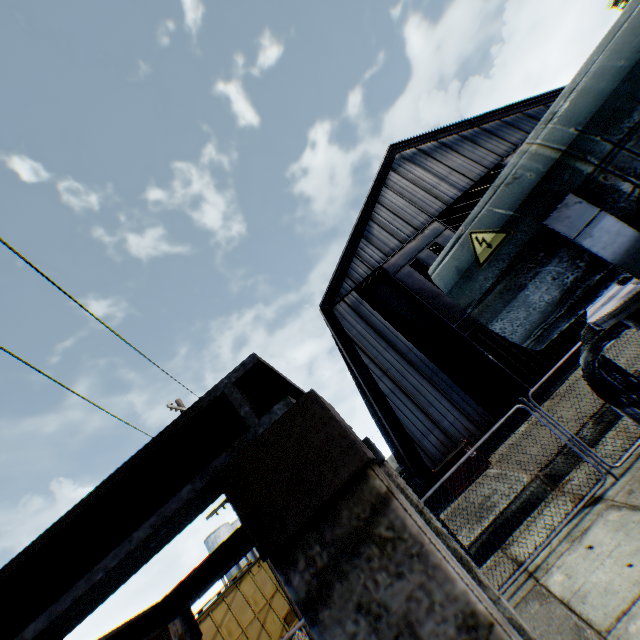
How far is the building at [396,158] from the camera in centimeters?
1512cm

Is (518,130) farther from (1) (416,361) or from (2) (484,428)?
(2) (484,428)

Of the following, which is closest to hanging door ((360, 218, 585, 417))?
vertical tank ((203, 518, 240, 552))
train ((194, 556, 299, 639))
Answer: train ((194, 556, 299, 639))

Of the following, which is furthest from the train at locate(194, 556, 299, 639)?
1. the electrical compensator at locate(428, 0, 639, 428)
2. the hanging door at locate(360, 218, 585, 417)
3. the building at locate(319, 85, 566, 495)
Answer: the electrical compensator at locate(428, 0, 639, 428)

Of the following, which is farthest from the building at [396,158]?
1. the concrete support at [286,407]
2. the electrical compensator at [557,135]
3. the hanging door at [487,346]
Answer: the concrete support at [286,407]

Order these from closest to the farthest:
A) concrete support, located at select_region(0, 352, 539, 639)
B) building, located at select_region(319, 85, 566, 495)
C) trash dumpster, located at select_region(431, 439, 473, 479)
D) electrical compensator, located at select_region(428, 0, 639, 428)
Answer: concrete support, located at select_region(0, 352, 539, 639) < electrical compensator, located at select_region(428, 0, 639, 428) < trash dumpster, located at select_region(431, 439, 473, 479) < building, located at select_region(319, 85, 566, 495)

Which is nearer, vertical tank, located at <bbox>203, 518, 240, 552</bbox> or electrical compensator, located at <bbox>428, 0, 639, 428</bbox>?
electrical compensator, located at <bbox>428, 0, 639, 428</bbox>

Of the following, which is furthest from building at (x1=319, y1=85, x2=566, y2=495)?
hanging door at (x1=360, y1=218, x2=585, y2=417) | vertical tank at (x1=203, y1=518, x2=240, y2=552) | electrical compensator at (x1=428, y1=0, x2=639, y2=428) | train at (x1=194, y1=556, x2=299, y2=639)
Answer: vertical tank at (x1=203, y1=518, x2=240, y2=552)
